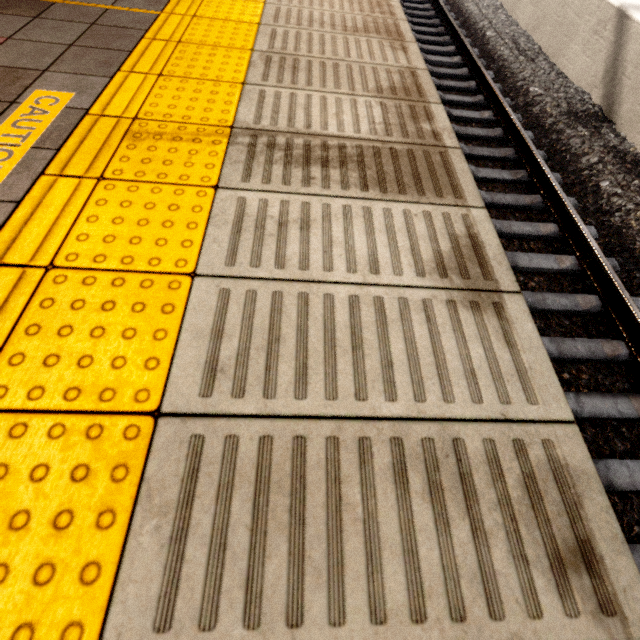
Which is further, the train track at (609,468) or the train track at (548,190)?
the train track at (548,190)

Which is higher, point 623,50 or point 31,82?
point 31,82

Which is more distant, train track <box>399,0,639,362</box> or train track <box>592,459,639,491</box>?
train track <box>399,0,639,362</box>

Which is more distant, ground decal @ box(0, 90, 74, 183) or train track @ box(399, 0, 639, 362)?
train track @ box(399, 0, 639, 362)

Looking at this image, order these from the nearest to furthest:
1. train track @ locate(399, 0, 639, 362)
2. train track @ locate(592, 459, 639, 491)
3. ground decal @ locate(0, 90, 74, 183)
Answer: ground decal @ locate(0, 90, 74, 183) < train track @ locate(592, 459, 639, 491) < train track @ locate(399, 0, 639, 362)

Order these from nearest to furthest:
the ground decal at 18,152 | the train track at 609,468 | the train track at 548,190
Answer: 1. the ground decal at 18,152
2. the train track at 609,468
3. the train track at 548,190
